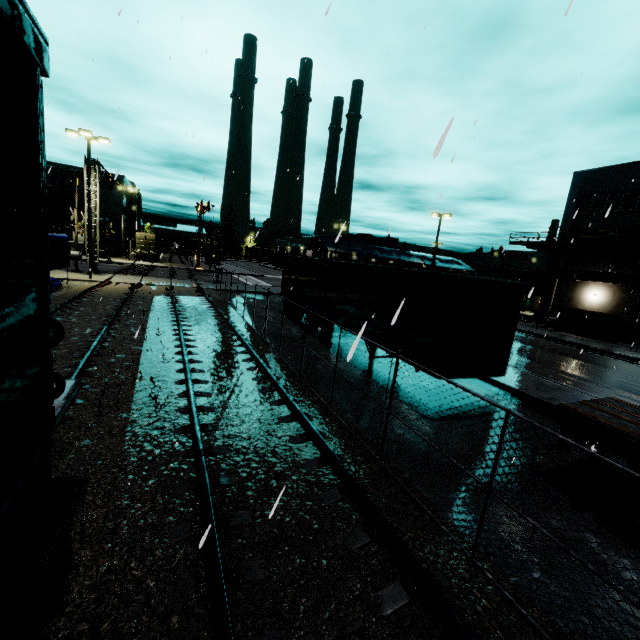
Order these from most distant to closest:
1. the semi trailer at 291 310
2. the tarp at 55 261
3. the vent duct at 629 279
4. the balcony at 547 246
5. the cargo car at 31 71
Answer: the vent duct at 629 279, the balcony at 547 246, the semi trailer at 291 310, the tarp at 55 261, the cargo car at 31 71

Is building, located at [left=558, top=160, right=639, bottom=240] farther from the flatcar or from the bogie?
the bogie

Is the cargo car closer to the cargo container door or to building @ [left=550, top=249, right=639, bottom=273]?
building @ [left=550, top=249, right=639, bottom=273]

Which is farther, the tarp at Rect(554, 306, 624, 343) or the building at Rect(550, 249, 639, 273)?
the building at Rect(550, 249, 639, 273)

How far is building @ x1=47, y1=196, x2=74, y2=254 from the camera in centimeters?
5147cm

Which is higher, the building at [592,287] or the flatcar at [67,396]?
the building at [592,287]

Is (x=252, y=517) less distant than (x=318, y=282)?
Yes

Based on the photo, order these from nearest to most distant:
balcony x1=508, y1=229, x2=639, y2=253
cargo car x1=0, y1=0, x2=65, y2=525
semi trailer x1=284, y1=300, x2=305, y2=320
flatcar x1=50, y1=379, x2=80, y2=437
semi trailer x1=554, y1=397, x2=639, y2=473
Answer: cargo car x1=0, y1=0, x2=65, y2=525 < flatcar x1=50, y1=379, x2=80, y2=437 < semi trailer x1=554, y1=397, x2=639, y2=473 < semi trailer x1=284, y1=300, x2=305, y2=320 < balcony x1=508, y1=229, x2=639, y2=253
